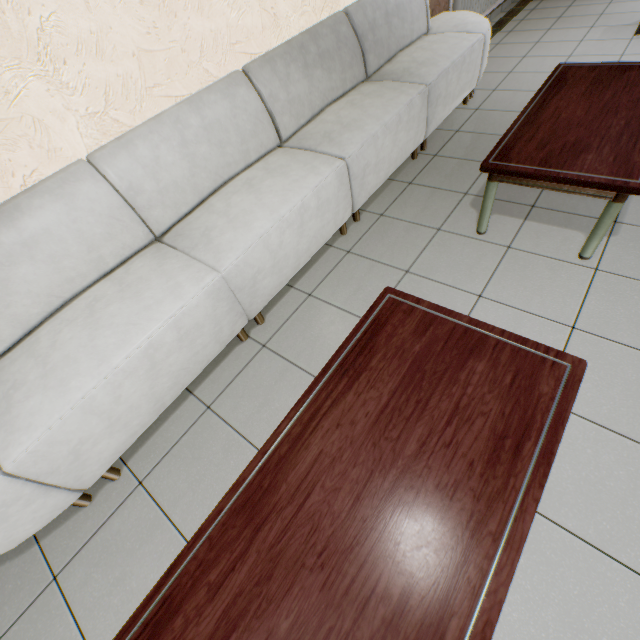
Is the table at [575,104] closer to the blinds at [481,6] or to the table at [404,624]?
the table at [404,624]

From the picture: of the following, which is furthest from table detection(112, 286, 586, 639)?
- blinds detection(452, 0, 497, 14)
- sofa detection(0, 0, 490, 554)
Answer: blinds detection(452, 0, 497, 14)

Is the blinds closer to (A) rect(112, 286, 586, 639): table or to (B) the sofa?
(B) the sofa

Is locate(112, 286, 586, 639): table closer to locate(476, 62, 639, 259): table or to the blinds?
locate(476, 62, 639, 259): table

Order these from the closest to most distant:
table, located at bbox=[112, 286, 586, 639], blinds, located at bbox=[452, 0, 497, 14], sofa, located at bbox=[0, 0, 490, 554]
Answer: table, located at bbox=[112, 286, 586, 639], sofa, located at bbox=[0, 0, 490, 554], blinds, located at bbox=[452, 0, 497, 14]

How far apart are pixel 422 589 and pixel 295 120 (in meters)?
2.82

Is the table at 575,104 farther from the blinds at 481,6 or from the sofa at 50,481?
the blinds at 481,6
